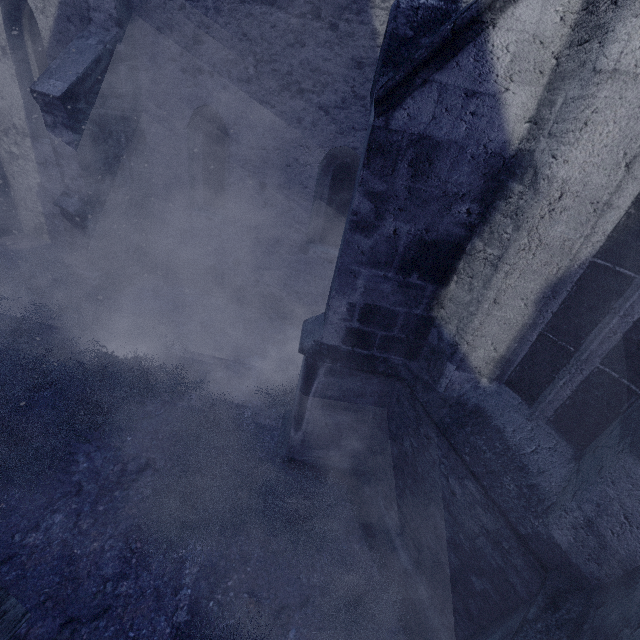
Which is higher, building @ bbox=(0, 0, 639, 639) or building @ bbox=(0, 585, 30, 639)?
building @ bbox=(0, 0, 639, 639)

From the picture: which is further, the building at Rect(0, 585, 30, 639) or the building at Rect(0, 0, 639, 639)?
the building at Rect(0, 585, 30, 639)

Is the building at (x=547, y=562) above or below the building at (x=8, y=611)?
above

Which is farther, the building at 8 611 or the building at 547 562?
the building at 8 611

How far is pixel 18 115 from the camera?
7.3 meters
